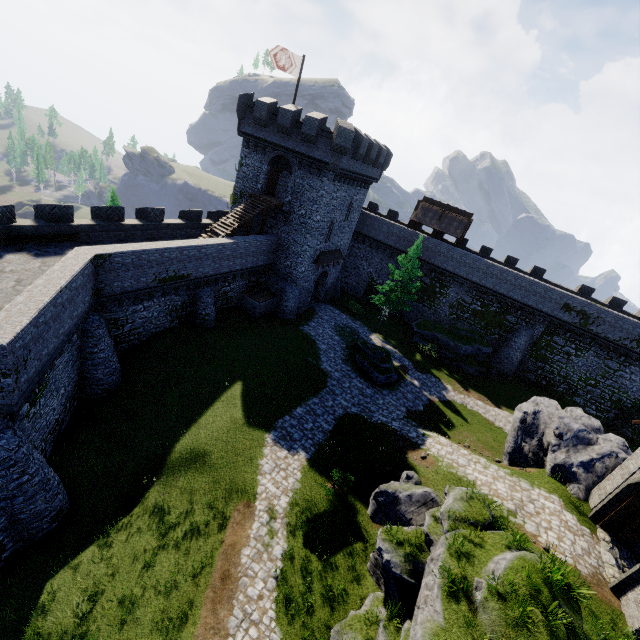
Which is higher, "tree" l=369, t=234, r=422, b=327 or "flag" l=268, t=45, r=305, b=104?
"flag" l=268, t=45, r=305, b=104

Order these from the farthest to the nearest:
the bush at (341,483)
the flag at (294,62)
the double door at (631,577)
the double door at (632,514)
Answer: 1. the flag at (294,62)
2. the bush at (341,483)
3. the double door at (632,514)
4. the double door at (631,577)

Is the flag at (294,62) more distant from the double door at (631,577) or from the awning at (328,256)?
the double door at (631,577)

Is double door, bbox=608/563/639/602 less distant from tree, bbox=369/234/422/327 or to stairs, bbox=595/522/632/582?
stairs, bbox=595/522/632/582

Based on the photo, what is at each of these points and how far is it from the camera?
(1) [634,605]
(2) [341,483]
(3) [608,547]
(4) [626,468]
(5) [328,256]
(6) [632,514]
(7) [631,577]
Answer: (1) building, 10.95m
(2) bush, 16.12m
(3) stairs, 13.58m
(4) building, 14.46m
(5) awning, 33.28m
(6) double door, 13.84m
(7) double door, 11.41m

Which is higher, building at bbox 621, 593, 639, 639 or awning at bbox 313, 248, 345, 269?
awning at bbox 313, 248, 345, 269

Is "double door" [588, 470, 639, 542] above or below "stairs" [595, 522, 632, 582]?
above

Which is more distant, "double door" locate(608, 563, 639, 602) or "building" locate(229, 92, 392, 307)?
"building" locate(229, 92, 392, 307)
